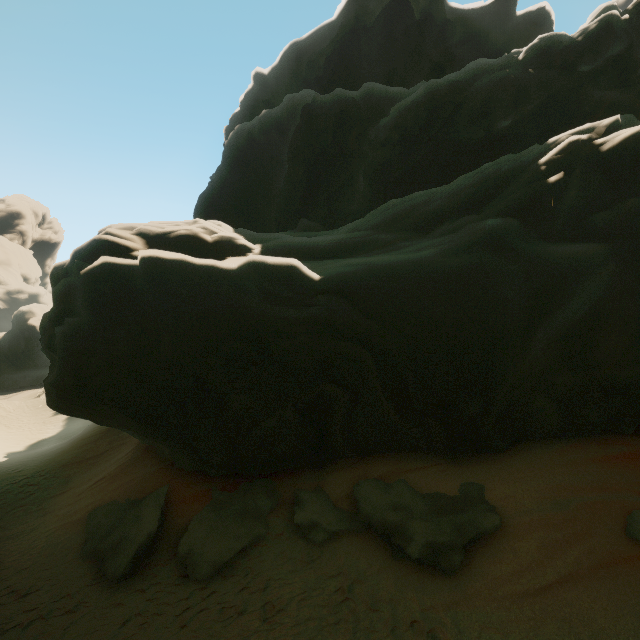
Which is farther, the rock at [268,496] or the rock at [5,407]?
the rock at [5,407]

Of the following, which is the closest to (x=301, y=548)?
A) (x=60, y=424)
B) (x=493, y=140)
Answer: (x=493, y=140)

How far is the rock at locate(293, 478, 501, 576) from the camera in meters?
7.3 m

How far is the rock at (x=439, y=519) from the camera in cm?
729

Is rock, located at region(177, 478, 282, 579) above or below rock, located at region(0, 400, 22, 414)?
above

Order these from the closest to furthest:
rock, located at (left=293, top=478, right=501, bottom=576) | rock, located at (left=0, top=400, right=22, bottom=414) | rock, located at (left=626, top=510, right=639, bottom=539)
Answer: rock, located at (left=626, top=510, right=639, bottom=539) → rock, located at (left=293, top=478, right=501, bottom=576) → rock, located at (left=0, top=400, right=22, bottom=414)
